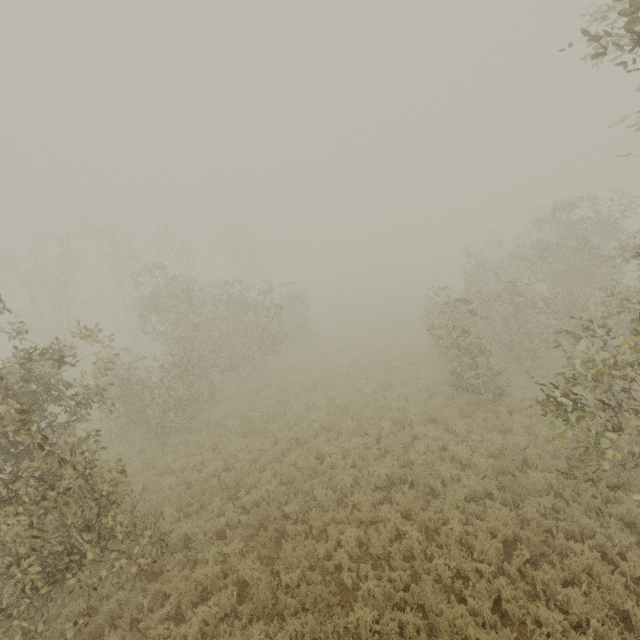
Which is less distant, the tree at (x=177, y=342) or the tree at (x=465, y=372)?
the tree at (x=177, y=342)

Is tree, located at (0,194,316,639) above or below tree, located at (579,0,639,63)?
below

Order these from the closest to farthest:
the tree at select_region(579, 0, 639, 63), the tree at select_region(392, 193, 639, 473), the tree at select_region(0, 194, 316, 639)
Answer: the tree at select_region(579, 0, 639, 63) < the tree at select_region(0, 194, 316, 639) < the tree at select_region(392, 193, 639, 473)

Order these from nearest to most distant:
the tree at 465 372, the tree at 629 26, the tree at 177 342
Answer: the tree at 629 26 → the tree at 177 342 → the tree at 465 372

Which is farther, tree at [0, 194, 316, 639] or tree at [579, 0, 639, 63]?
tree at [0, 194, 316, 639]

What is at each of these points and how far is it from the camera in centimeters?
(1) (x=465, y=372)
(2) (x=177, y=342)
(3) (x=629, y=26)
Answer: (1) tree, 1297cm
(2) tree, 1753cm
(3) tree, 369cm
